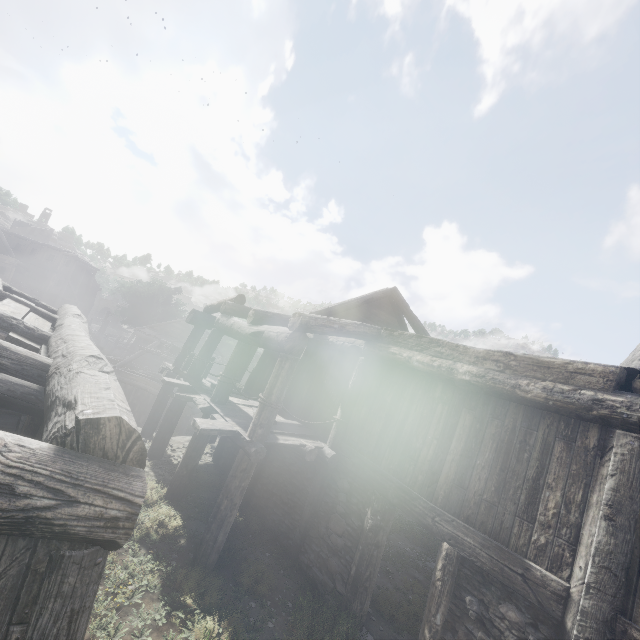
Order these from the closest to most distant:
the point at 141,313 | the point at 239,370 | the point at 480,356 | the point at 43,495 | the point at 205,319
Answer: the point at 43,495 → the point at 480,356 → the point at 239,370 → the point at 205,319 → the point at 141,313

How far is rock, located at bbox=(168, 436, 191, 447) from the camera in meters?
11.7 m

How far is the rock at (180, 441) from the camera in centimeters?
1173cm

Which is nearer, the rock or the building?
the building

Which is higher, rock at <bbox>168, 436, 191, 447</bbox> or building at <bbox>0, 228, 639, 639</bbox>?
building at <bbox>0, 228, 639, 639</bbox>

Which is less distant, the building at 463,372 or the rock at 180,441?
the building at 463,372
